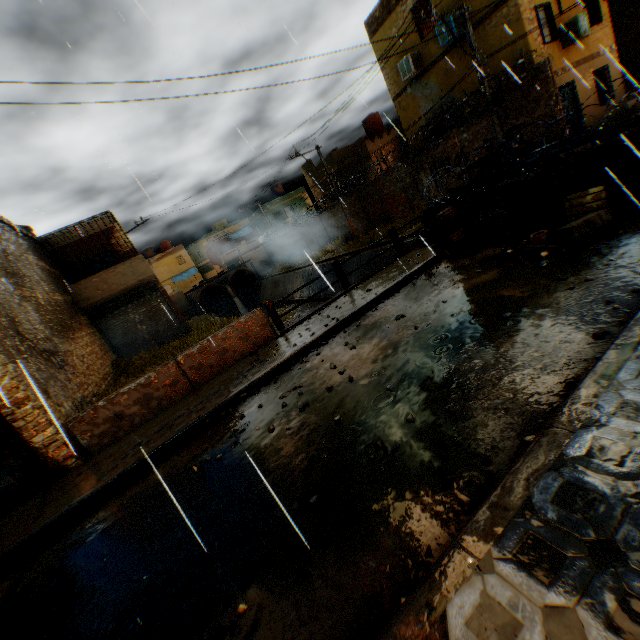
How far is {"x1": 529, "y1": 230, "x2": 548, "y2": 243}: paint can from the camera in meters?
6.1

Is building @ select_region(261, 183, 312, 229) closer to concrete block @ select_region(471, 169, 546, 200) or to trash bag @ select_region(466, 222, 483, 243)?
concrete block @ select_region(471, 169, 546, 200)

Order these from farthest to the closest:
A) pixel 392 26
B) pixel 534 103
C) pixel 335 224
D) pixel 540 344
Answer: pixel 335 224 → pixel 392 26 → pixel 534 103 → pixel 540 344

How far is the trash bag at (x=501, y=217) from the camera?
7.2m

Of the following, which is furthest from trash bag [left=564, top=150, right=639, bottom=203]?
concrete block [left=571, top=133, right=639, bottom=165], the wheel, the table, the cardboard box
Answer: the table

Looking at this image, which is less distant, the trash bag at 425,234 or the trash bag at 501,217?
the trash bag at 501,217

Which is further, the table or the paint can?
the table

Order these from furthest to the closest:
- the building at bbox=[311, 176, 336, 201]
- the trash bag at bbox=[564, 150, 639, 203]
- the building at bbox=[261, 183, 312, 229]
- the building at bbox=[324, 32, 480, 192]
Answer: the building at bbox=[261, 183, 312, 229] < the building at bbox=[311, 176, 336, 201] < the building at bbox=[324, 32, 480, 192] < the trash bag at bbox=[564, 150, 639, 203]
